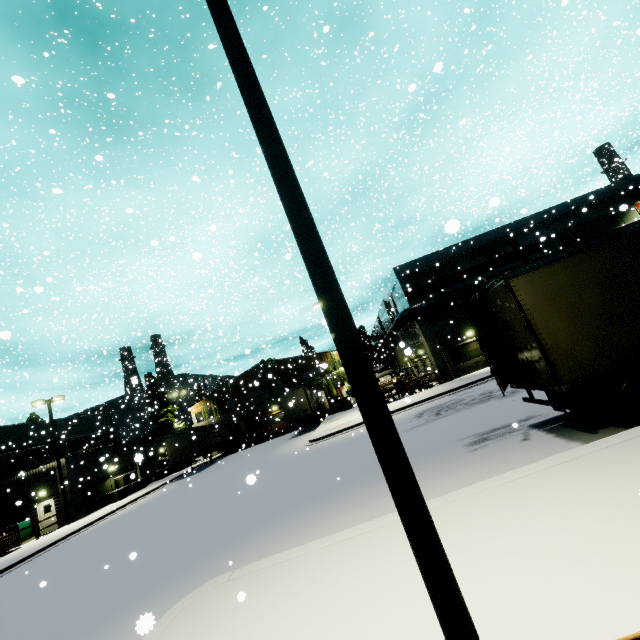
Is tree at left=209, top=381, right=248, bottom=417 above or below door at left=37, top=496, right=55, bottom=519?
above

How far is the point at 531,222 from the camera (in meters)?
24.61

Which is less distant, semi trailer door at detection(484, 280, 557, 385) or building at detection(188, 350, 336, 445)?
semi trailer door at detection(484, 280, 557, 385)

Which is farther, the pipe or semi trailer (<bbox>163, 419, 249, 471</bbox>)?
semi trailer (<bbox>163, 419, 249, 471</bbox>)

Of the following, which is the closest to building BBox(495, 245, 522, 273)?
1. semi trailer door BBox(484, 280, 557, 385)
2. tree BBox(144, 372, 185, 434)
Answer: tree BBox(144, 372, 185, 434)

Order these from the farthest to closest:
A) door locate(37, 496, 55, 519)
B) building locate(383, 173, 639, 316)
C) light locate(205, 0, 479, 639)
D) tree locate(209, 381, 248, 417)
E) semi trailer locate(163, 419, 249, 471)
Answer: tree locate(209, 381, 248, 417) < semi trailer locate(163, 419, 249, 471) < building locate(383, 173, 639, 316) < door locate(37, 496, 55, 519) < light locate(205, 0, 479, 639)

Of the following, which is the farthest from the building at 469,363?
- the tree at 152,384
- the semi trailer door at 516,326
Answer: the semi trailer door at 516,326
